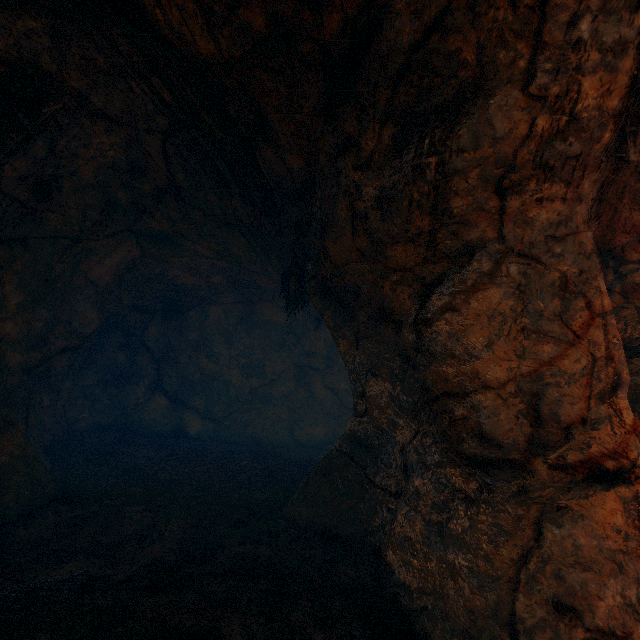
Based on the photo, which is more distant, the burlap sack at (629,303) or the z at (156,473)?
the burlap sack at (629,303)

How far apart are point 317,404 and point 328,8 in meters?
9.7 m

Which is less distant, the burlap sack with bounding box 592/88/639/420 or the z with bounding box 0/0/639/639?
the z with bounding box 0/0/639/639
